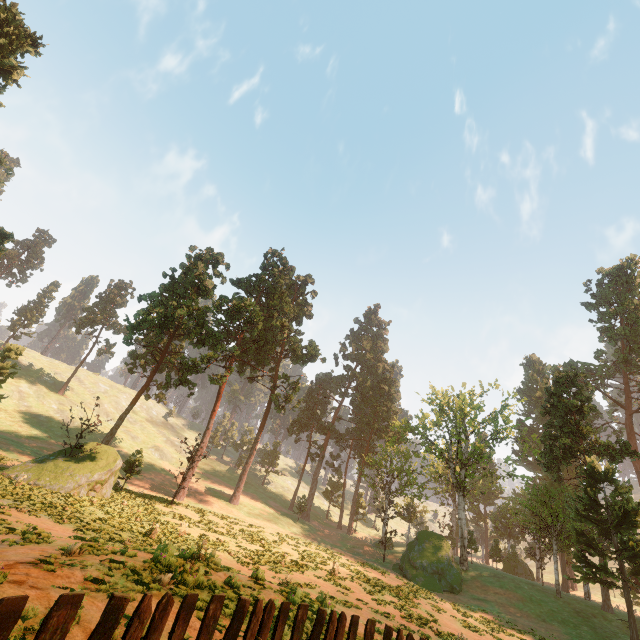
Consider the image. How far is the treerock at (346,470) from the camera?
54.22m

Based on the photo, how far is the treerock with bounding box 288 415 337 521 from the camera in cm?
5240

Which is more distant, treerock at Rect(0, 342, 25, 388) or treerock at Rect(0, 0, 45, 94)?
treerock at Rect(0, 342, 25, 388)

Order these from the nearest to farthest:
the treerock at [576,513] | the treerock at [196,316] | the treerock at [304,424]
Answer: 1. the treerock at [196,316]
2. the treerock at [576,513]
3. the treerock at [304,424]

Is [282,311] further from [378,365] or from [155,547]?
[155,547]

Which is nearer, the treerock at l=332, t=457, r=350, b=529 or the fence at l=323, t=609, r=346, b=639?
the fence at l=323, t=609, r=346, b=639
